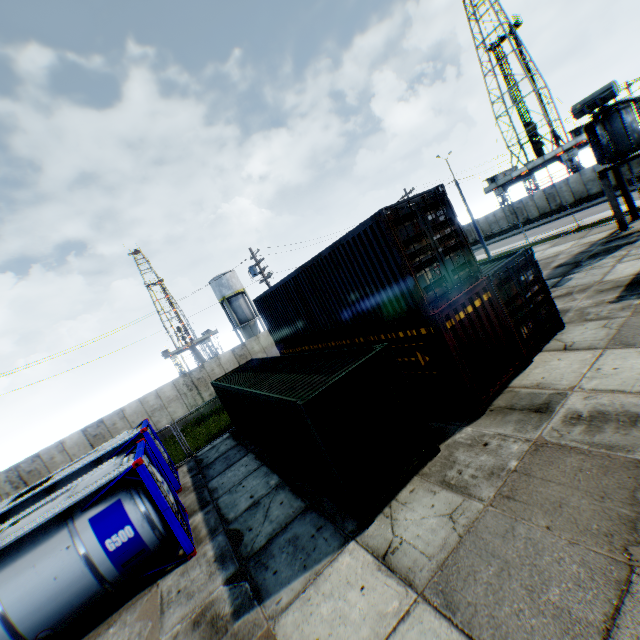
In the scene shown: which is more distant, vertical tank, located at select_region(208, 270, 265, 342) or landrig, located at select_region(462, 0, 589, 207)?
vertical tank, located at select_region(208, 270, 265, 342)

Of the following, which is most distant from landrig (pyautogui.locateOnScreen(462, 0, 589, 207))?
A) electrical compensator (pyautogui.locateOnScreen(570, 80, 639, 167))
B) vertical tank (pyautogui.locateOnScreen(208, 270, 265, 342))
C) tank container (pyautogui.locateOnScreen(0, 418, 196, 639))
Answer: tank container (pyautogui.locateOnScreen(0, 418, 196, 639))

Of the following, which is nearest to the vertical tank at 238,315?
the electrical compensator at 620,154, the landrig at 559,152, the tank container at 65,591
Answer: the tank container at 65,591

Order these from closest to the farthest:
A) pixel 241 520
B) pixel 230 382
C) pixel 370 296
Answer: pixel 241 520, pixel 370 296, pixel 230 382

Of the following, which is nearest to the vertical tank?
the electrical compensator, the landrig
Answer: the electrical compensator

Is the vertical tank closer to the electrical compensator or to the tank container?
the tank container

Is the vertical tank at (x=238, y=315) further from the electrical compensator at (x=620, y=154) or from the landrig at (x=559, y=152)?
the landrig at (x=559, y=152)

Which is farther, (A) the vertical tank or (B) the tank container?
(A) the vertical tank
